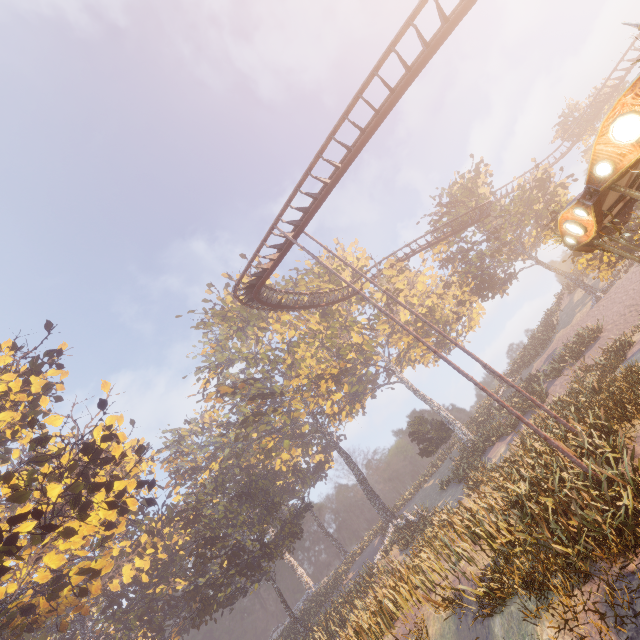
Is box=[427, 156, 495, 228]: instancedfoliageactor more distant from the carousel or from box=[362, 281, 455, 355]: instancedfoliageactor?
the carousel

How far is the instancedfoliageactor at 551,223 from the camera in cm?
2923

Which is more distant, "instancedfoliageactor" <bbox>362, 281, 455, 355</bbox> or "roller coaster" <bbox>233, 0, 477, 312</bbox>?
"instancedfoliageactor" <bbox>362, 281, 455, 355</bbox>

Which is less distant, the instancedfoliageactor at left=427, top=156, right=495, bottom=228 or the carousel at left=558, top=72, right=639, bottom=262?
the carousel at left=558, top=72, right=639, bottom=262

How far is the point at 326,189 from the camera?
15.7m

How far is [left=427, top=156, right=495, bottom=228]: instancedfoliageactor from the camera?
35.3m

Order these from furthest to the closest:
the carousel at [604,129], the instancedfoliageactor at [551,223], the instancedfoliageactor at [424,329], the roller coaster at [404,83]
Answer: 1. the instancedfoliageactor at [424,329]
2. the instancedfoliageactor at [551,223]
3. the roller coaster at [404,83]
4. the carousel at [604,129]

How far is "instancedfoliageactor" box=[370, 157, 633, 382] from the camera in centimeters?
2923cm
